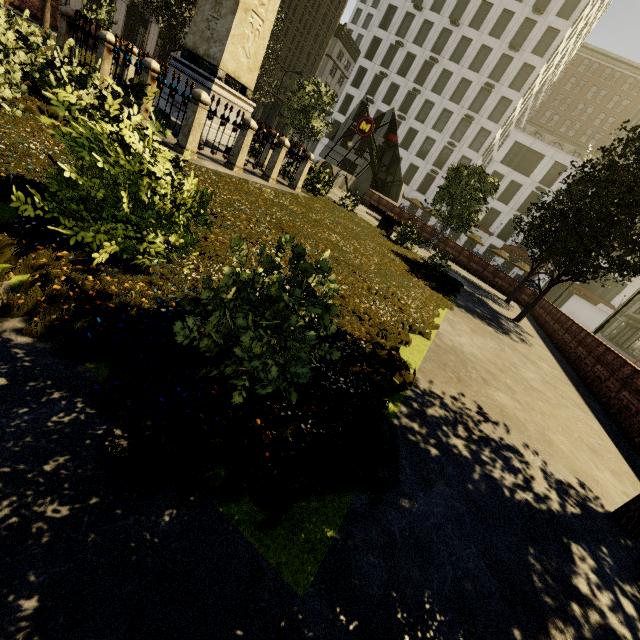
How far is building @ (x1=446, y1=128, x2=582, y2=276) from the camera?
41.22m

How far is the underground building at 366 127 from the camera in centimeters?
2462cm

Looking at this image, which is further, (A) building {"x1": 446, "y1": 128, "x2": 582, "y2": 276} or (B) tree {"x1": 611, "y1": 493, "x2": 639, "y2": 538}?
(A) building {"x1": 446, "y1": 128, "x2": 582, "y2": 276}

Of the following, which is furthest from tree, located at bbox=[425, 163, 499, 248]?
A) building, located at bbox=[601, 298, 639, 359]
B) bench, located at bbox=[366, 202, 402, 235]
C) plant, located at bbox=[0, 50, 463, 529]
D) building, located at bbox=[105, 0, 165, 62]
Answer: building, located at bbox=[601, 298, 639, 359]

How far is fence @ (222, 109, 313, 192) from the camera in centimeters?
852cm

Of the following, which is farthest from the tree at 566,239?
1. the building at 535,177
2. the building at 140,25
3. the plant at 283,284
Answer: the building at 535,177

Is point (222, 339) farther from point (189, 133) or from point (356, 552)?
point (189, 133)
